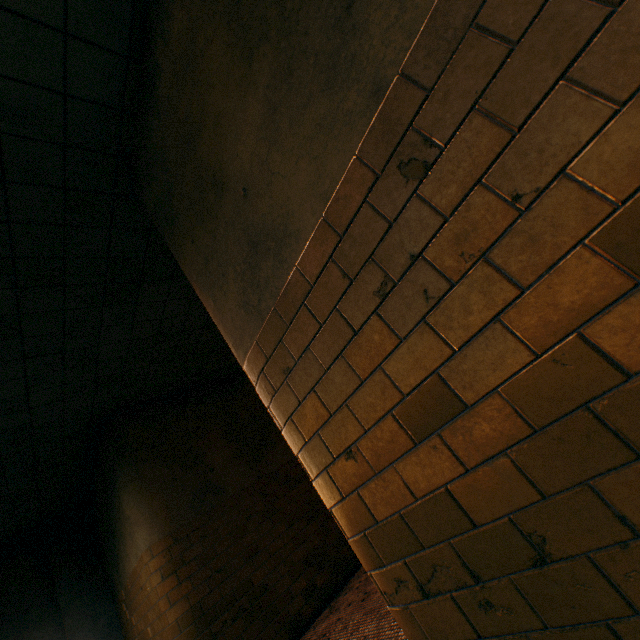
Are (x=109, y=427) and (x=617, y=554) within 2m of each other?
no
